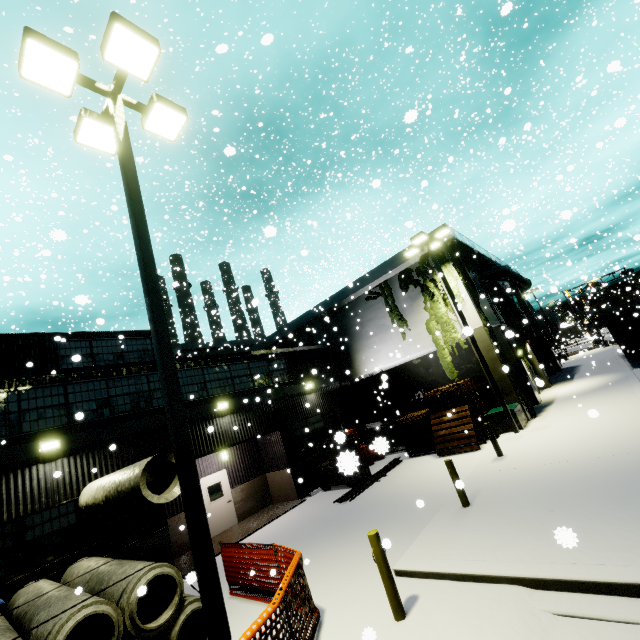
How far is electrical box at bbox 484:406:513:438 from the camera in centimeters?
1441cm

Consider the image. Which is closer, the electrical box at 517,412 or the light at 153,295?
the light at 153,295

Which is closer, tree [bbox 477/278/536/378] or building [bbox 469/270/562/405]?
building [bbox 469/270/562/405]

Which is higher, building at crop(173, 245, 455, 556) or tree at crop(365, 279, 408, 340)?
tree at crop(365, 279, 408, 340)

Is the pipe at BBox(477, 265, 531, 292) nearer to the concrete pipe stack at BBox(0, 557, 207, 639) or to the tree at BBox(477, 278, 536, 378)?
the tree at BBox(477, 278, 536, 378)

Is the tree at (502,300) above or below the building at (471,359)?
above

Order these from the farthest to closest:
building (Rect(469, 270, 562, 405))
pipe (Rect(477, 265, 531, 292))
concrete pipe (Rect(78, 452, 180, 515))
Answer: pipe (Rect(477, 265, 531, 292)) → building (Rect(469, 270, 562, 405)) → concrete pipe (Rect(78, 452, 180, 515))

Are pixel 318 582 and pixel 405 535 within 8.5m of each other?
yes
